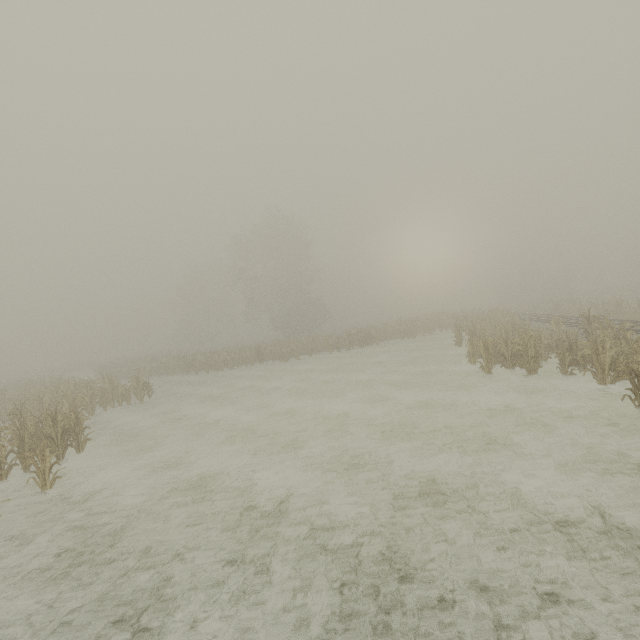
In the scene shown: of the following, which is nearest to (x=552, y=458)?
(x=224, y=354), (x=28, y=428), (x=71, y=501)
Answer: (x=71, y=501)
